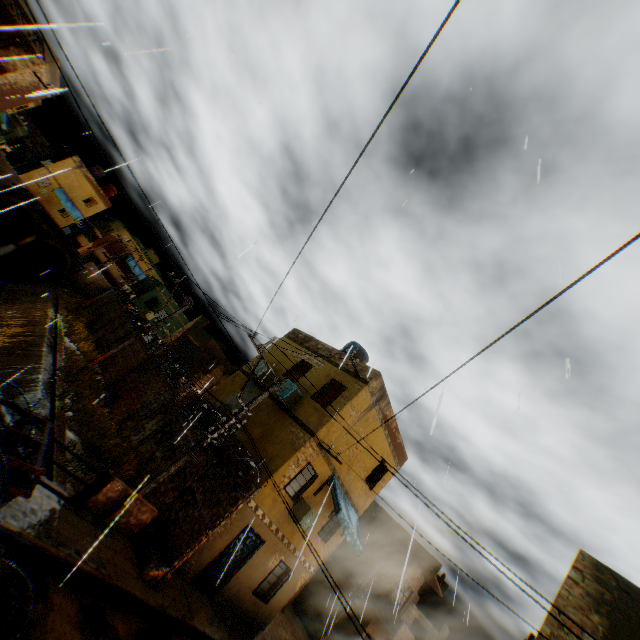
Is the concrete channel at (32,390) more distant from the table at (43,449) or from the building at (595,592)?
the table at (43,449)

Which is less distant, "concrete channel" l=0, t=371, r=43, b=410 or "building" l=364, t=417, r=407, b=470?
"concrete channel" l=0, t=371, r=43, b=410

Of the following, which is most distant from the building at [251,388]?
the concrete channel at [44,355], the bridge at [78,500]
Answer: the bridge at [78,500]

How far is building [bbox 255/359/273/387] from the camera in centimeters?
1578cm

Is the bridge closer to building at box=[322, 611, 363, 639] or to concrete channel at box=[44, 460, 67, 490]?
concrete channel at box=[44, 460, 67, 490]

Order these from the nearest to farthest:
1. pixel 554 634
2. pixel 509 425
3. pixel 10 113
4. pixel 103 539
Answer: pixel 509 425 < pixel 554 634 < pixel 103 539 < pixel 10 113

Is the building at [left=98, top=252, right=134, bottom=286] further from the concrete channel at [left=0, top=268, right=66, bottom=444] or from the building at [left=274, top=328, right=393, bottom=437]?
the concrete channel at [left=0, top=268, right=66, bottom=444]

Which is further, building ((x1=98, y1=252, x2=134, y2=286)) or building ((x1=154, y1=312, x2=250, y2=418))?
building ((x1=98, y1=252, x2=134, y2=286))
